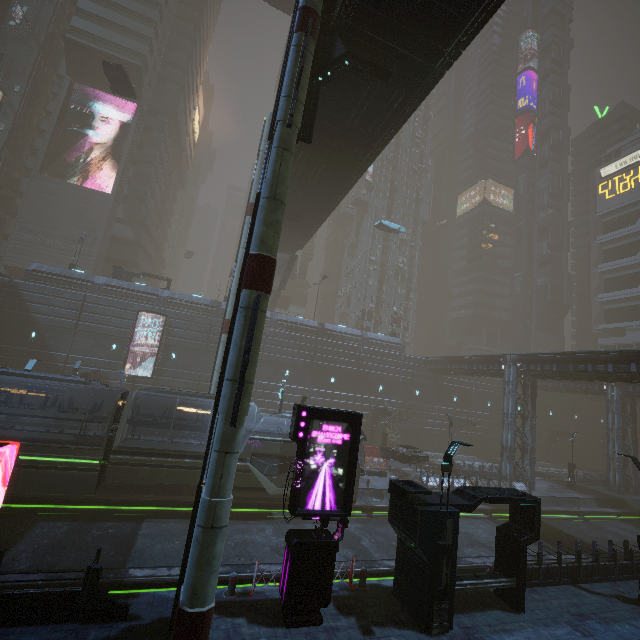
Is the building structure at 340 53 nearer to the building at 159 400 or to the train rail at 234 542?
the building at 159 400

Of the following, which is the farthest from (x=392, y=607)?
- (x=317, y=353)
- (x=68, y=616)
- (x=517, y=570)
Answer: (x=317, y=353)

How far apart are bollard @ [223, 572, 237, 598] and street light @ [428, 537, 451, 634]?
5.91m

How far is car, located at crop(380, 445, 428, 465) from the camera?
26.9 meters

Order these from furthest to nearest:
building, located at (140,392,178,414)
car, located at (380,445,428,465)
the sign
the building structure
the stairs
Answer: the stairs < building, located at (140,392,178,414) < car, located at (380,445,428,465) < the building structure < the sign

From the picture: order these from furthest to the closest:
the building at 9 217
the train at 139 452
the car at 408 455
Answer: the building at 9 217
the car at 408 455
the train at 139 452

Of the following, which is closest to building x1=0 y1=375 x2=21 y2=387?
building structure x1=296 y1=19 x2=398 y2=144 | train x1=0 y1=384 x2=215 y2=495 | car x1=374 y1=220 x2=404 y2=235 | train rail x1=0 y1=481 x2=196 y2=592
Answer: train rail x1=0 y1=481 x2=196 y2=592

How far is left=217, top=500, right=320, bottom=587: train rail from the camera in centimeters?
1195cm
